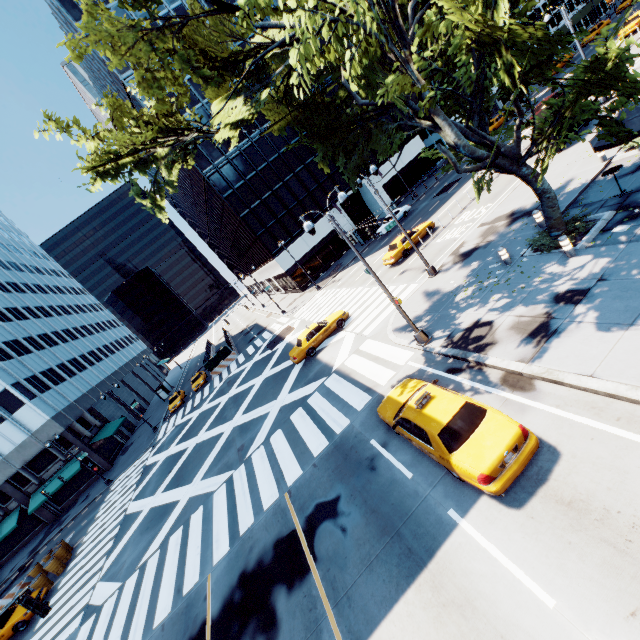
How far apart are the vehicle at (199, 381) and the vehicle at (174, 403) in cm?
153

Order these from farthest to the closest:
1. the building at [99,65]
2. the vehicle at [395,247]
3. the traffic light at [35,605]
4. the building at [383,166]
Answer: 1. the building at [383,166]
2. the building at [99,65]
3. the vehicle at [395,247]
4. the traffic light at [35,605]

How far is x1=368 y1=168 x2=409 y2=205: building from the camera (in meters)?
47.69

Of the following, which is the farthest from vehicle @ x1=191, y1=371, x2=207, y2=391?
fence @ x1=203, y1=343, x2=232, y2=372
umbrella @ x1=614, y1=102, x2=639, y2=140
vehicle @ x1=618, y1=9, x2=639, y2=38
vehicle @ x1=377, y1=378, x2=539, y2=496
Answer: vehicle @ x1=618, y1=9, x2=639, y2=38

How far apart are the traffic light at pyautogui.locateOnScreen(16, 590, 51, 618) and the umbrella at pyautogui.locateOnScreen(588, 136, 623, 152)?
23.69m

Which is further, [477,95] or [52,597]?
[52,597]

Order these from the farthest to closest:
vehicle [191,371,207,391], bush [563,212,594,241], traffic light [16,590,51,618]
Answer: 1. vehicle [191,371,207,391]
2. bush [563,212,594,241]
3. traffic light [16,590,51,618]

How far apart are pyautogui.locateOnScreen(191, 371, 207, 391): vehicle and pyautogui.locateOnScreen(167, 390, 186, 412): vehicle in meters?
1.5 m
